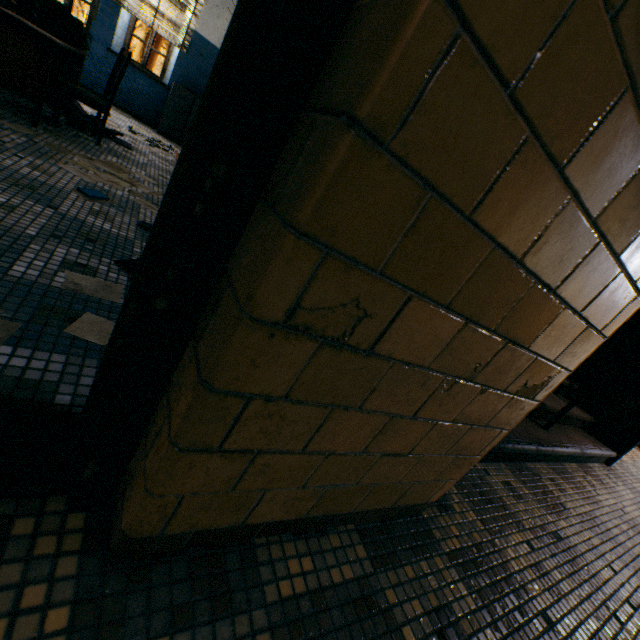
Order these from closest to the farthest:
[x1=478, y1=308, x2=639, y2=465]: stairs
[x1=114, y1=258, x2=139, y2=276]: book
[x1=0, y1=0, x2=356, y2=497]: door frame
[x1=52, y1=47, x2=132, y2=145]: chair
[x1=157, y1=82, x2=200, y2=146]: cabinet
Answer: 1. [x1=0, y1=0, x2=356, y2=497]: door frame
2. [x1=114, y1=258, x2=139, y2=276]: book
3. [x1=478, y1=308, x2=639, y2=465]: stairs
4. [x1=52, y1=47, x2=132, y2=145]: chair
5. [x1=157, y1=82, x2=200, y2=146]: cabinet

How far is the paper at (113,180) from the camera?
2.50m

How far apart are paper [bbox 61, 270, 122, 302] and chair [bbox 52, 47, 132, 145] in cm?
279

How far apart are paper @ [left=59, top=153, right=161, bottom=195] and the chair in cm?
43

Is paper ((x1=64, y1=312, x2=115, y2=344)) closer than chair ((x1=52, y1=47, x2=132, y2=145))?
Yes

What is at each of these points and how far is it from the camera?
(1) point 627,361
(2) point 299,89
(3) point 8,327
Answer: (1) stairs, 3.8m
(2) door frame, 0.5m
(3) paper, 1.0m

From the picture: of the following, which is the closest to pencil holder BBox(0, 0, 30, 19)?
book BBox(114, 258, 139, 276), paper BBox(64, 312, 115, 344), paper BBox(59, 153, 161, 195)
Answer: paper BBox(59, 153, 161, 195)

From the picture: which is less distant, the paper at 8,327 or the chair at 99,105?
the paper at 8,327
